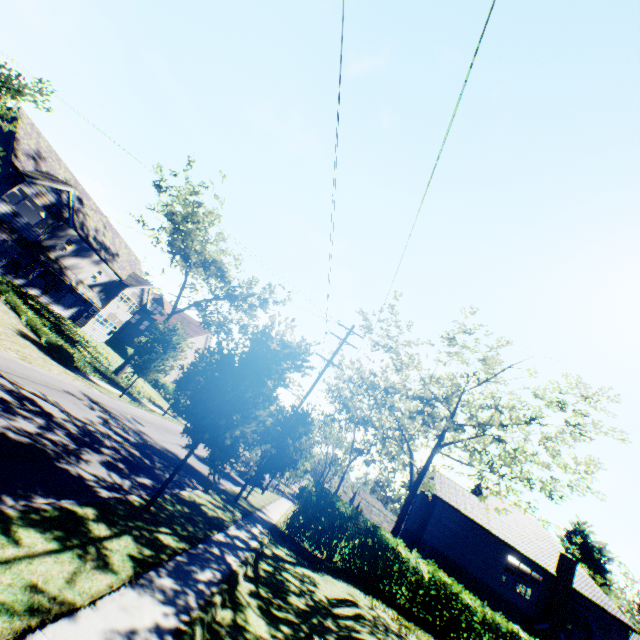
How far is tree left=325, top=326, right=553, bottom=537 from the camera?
16.6 meters

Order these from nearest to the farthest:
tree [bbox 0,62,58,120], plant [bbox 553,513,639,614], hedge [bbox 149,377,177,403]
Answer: tree [bbox 0,62,58,120], hedge [bbox 149,377,177,403], plant [bbox 553,513,639,614]

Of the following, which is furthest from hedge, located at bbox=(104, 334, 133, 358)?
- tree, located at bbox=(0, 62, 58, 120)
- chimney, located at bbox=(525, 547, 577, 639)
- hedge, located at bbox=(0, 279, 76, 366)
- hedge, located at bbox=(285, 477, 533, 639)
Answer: chimney, located at bbox=(525, 547, 577, 639)

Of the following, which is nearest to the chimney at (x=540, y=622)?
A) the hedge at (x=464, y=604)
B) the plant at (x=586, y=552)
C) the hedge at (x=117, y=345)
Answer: Answer: the hedge at (x=464, y=604)

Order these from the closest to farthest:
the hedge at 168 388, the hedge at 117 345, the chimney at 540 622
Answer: the chimney at 540 622, the hedge at 168 388, the hedge at 117 345

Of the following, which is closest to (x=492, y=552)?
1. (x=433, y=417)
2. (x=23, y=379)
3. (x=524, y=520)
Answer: (x=524, y=520)

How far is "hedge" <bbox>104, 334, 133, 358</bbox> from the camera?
43.4 meters
